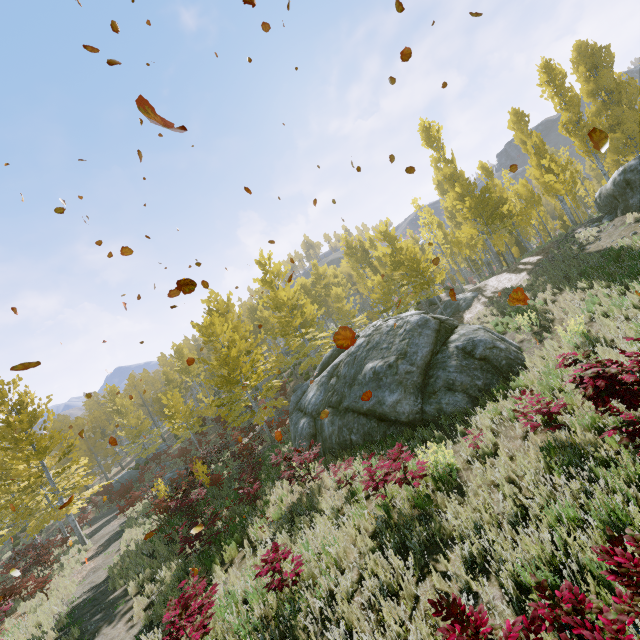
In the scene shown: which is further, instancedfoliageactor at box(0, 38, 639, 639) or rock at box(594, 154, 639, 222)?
rock at box(594, 154, 639, 222)

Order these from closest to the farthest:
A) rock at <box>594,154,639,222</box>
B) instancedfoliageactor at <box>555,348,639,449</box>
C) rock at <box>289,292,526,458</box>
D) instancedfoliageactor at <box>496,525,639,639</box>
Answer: instancedfoliageactor at <box>496,525,639,639</box>
instancedfoliageactor at <box>555,348,639,449</box>
rock at <box>289,292,526,458</box>
rock at <box>594,154,639,222</box>

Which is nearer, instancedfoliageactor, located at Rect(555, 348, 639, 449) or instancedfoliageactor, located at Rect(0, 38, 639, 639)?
instancedfoliageactor, located at Rect(555, 348, 639, 449)

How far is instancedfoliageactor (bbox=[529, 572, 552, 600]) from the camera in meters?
2.5 m

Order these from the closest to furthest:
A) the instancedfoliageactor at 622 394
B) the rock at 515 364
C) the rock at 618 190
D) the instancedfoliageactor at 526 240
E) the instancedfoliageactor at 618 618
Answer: the instancedfoliageactor at 618 618 < the instancedfoliageactor at 622 394 < the rock at 515 364 < the instancedfoliageactor at 526 240 < the rock at 618 190

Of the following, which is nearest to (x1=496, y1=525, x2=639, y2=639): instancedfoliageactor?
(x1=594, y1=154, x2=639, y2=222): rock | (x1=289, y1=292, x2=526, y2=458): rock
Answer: (x1=594, y1=154, x2=639, y2=222): rock

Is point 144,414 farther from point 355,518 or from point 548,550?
point 548,550

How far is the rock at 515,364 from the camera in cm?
1018
